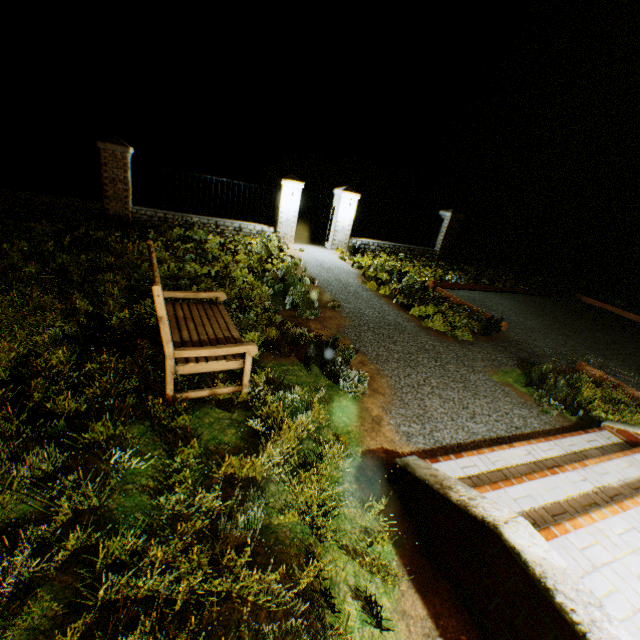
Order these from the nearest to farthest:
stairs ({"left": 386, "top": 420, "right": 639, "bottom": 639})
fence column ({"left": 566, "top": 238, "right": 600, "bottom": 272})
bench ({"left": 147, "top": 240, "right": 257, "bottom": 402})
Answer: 1. stairs ({"left": 386, "top": 420, "right": 639, "bottom": 639})
2. bench ({"left": 147, "top": 240, "right": 257, "bottom": 402})
3. fence column ({"left": 566, "top": 238, "right": 600, "bottom": 272})

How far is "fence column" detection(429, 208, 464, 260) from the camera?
14.93m

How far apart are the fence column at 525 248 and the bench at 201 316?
18.0 meters

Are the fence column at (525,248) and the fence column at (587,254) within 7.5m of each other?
yes

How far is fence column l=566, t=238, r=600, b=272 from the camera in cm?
1936

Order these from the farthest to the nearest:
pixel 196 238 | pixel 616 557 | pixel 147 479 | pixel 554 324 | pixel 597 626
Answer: pixel 196 238
pixel 554 324
pixel 147 479
pixel 616 557
pixel 597 626

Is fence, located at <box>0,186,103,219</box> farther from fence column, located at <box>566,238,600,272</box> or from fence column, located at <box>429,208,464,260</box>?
fence column, located at <box>566,238,600,272</box>

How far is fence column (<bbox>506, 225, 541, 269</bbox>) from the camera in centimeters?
1712cm
